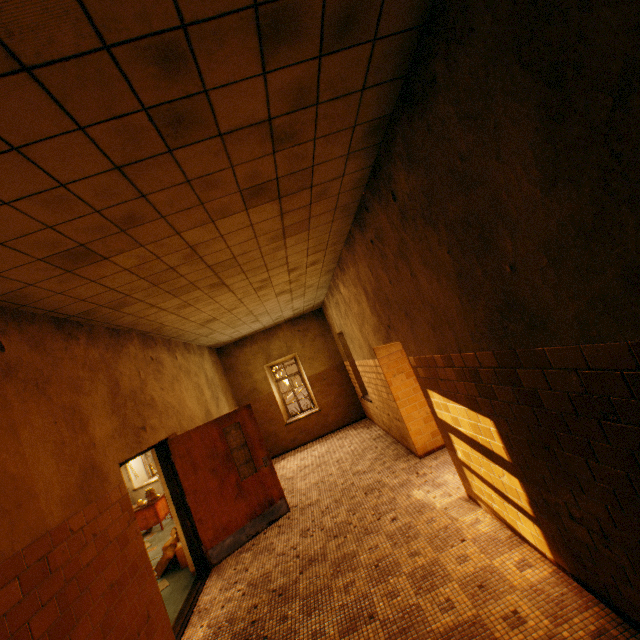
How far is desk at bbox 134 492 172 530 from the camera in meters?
7.9 m

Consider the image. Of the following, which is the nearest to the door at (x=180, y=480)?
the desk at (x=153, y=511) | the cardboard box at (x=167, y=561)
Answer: the cardboard box at (x=167, y=561)

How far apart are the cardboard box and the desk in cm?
206

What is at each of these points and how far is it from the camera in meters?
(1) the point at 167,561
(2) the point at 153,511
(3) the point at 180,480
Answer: (1) cardboard box, 5.5
(2) desk, 7.9
(3) door, 5.2

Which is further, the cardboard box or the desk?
the desk

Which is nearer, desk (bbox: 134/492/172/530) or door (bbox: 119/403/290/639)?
door (bbox: 119/403/290/639)

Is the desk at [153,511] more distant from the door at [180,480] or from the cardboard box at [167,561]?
the door at [180,480]

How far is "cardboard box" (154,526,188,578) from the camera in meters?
5.5
